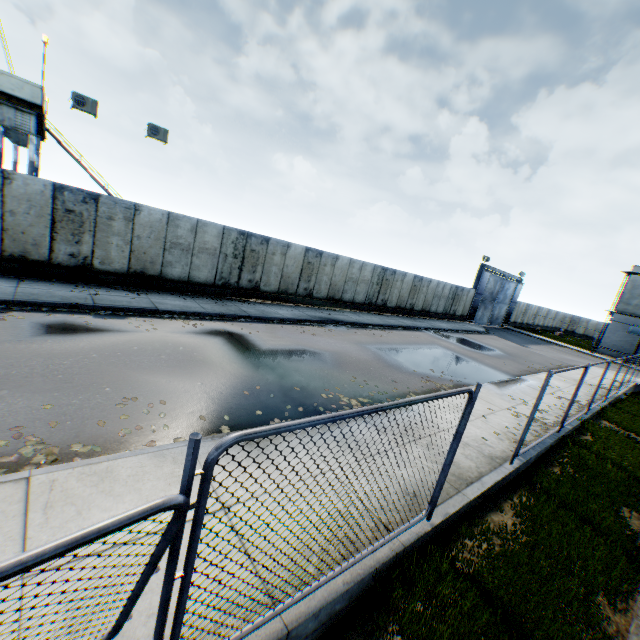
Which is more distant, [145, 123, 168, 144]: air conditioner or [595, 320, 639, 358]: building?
[595, 320, 639, 358]: building

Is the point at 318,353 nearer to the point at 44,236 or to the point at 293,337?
the point at 293,337

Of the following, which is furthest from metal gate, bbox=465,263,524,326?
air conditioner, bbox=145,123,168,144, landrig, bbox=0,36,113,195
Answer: landrig, bbox=0,36,113,195

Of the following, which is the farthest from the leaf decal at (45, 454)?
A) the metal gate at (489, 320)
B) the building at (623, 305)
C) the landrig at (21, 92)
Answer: the building at (623, 305)

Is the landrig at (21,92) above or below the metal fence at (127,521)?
above

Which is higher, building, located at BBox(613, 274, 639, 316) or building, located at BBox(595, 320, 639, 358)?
building, located at BBox(613, 274, 639, 316)

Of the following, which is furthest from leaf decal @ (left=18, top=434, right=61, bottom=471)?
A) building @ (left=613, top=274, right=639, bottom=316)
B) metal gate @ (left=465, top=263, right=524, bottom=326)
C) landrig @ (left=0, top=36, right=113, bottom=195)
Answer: building @ (left=613, top=274, right=639, bottom=316)

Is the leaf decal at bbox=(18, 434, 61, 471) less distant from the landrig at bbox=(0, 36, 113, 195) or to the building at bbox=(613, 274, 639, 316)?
the landrig at bbox=(0, 36, 113, 195)
